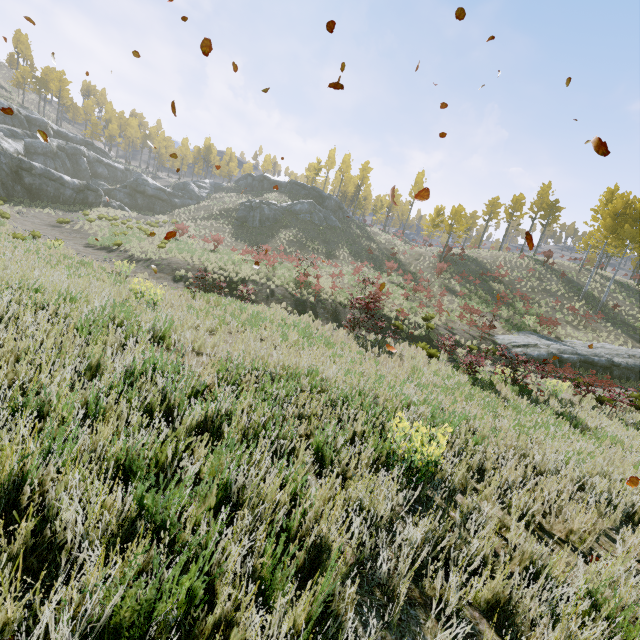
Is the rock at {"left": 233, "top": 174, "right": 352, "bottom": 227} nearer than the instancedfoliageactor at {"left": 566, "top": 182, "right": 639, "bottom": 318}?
No

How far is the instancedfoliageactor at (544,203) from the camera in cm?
4546

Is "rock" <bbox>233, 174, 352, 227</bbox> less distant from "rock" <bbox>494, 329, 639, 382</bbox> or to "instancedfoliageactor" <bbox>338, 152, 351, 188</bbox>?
"rock" <bbox>494, 329, 639, 382</bbox>

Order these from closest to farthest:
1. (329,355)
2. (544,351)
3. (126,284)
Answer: (329,355) → (126,284) → (544,351)

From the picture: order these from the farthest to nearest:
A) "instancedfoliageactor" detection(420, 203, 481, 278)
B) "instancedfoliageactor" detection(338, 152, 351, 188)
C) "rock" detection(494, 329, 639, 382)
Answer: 1. "instancedfoliageactor" detection(338, 152, 351, 188)
2. "instancedfoliageactor" detection(420, 203, 481, 278)
3. "rock" detection(494, 329, 639, 382)

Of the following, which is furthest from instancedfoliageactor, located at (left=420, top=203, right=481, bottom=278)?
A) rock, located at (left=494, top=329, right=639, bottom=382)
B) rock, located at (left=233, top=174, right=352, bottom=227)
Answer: rock, located at (left=233, top=174, right=352, bottom=227)
